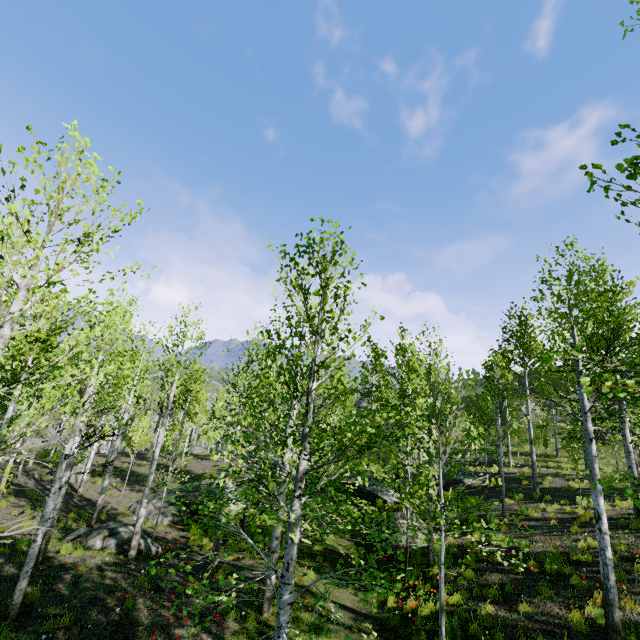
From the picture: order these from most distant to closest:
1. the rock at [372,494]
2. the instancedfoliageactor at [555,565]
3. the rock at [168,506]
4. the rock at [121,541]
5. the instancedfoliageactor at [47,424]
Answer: the rock at [372,494]
the rock at [168,506]
the rock at [121,541]
the instancedfoliageactor at [555,565]
the instancedfoliageactor at [47,424]

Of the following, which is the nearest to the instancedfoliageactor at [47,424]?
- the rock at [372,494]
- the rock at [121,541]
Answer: the rock at [372,494]

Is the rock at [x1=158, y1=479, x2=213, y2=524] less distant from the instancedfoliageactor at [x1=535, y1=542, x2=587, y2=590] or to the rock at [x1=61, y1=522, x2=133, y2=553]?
the rock at [x1=61, y1=522, x2=133, y2=553]

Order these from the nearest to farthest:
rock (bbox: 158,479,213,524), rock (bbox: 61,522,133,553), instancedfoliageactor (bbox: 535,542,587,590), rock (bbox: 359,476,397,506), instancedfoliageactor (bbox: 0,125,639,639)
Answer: instancedfoliageactor (bbox: 0,125,639,639), instancedfoliageactor (bbox: 535,542,587,590), rock (bbox: 61,522,133,553), rock (bbox: 158,479,213,524), rock (bbox: 359,476,397,506)

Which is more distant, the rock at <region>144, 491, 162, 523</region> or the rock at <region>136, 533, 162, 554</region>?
the rock at <region>144, 491, 162, 523</region>

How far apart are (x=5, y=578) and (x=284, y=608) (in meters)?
9.46

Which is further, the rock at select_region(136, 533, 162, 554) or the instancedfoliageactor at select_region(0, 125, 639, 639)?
the rock at select_region(136, 533, 162, 554)

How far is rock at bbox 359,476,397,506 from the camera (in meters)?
19.33
